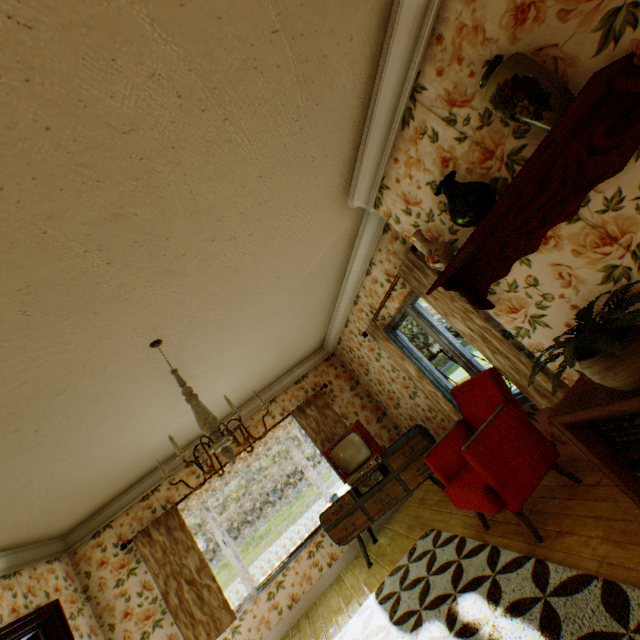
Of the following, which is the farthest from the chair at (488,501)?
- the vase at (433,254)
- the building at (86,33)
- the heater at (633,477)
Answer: the vase at (433,254)

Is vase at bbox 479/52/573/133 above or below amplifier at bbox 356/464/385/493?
above

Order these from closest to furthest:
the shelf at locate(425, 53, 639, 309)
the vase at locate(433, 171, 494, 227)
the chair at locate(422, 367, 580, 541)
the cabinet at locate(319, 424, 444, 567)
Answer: the shelf at locate(425, 53, 639, 309) → the vase at locate(433, 171, 494, 227) → the chair at locate(422, 367, 580, 541) → the cabinet at locate(319, 424, 444, 567)

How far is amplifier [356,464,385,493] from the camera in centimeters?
469cm

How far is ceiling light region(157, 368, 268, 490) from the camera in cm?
218

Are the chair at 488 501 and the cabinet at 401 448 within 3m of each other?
yes

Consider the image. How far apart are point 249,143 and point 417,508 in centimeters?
550cm

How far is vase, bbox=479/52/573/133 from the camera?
1.4m
